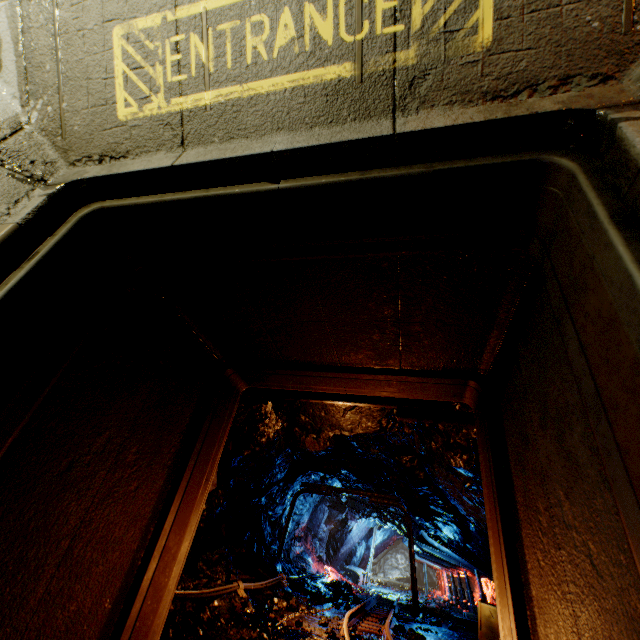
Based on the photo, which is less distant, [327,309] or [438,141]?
[438,141]

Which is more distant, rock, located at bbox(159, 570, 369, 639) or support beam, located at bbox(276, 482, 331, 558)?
support beam, located at bbox(276, 482, 331, 558)

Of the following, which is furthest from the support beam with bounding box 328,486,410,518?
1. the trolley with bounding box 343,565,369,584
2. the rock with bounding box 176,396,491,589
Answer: the trolley with bounding box 343,565,369,584

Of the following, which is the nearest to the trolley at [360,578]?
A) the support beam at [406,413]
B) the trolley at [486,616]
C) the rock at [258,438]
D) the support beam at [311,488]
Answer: the rock at [258,438]

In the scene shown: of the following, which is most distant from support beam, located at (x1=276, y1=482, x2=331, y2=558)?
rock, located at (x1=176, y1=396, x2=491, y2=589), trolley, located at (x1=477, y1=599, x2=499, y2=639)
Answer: trolley, located at (x1=477, y1=599, x2=499, y2=639)

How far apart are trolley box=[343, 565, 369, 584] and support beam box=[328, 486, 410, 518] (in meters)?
10.28

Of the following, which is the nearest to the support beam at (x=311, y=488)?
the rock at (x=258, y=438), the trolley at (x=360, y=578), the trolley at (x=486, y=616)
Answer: the rock at (x=258, y=438)

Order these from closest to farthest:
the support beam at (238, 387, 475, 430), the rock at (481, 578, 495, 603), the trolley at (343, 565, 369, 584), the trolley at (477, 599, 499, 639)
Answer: the support beam at (238, 387, 475, 430)
the trolley at (477, 599, 499, 639)
the rock at (481, 578, 495, 603)
the trolley at (343, 565, 369, 584)
